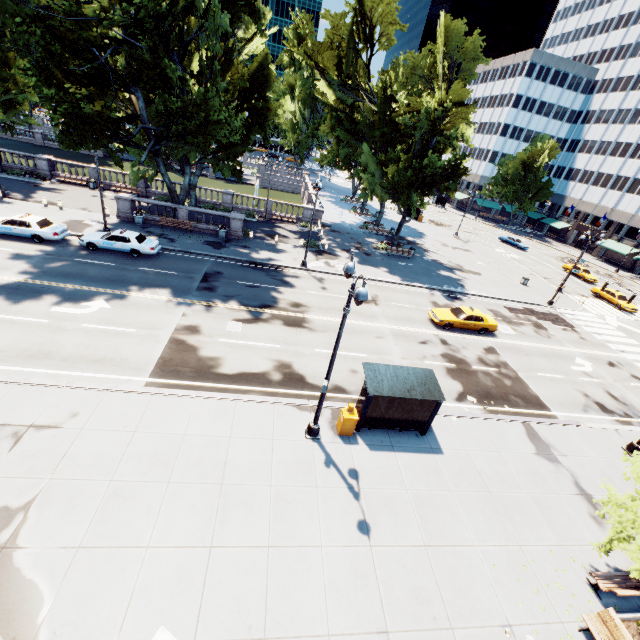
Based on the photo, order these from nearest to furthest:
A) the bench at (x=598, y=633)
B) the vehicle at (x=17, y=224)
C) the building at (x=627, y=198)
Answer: the bench at (x=598, y=633) → the vehicle at (x=17, y=224) → the building at (x=627, y=198)

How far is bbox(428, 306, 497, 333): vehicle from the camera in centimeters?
2386cm

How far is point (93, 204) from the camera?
32.1 meters

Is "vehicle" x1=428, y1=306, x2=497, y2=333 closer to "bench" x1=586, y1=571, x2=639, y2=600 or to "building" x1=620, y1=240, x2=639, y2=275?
"bench" x1=586, y1=571, x2=639, y2=600

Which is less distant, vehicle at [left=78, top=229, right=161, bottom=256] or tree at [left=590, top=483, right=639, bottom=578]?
tree at [left=590, top=483, right=639, bottom=578]

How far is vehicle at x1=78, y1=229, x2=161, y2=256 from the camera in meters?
23.4

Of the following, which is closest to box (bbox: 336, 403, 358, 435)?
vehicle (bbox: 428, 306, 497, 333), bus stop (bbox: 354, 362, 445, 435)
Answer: bus stop (bbox: 354, 362, 445, 435)

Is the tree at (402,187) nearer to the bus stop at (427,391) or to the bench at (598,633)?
the bench at (598,633)
